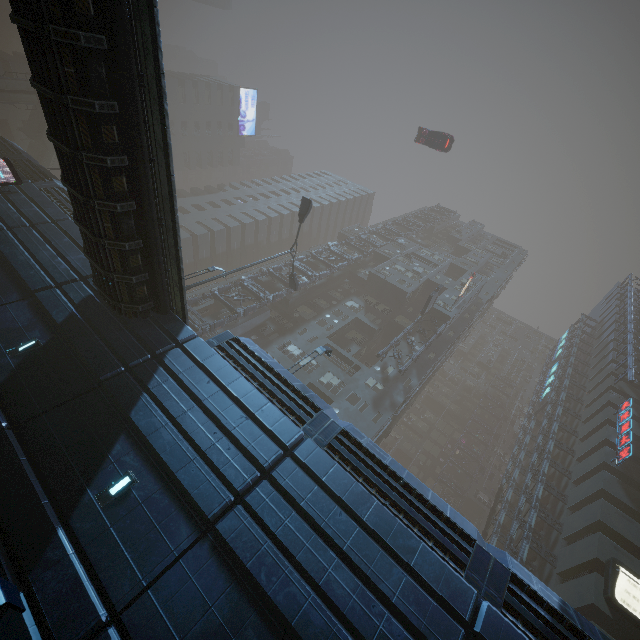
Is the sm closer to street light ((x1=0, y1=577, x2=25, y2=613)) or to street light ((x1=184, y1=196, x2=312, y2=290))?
street light ((x1=184, y1=196, x2=312, y2=290))

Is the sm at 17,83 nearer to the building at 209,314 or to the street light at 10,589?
the building at 209,314

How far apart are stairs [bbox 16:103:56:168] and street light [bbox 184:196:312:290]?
41.8 meters

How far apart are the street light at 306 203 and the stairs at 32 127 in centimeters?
4181cm

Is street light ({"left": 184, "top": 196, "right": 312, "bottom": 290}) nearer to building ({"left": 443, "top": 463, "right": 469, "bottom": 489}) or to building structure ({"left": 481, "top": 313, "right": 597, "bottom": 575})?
building ({"left": 443, "top": 463, "right": 469, "bottom": 489})

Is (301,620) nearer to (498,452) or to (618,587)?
(618,587)

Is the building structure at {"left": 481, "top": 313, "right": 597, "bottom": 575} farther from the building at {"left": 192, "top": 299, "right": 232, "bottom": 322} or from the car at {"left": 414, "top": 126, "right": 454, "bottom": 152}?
the car at {"left": 414, "top": 126, "right": 454, "bottom": 152}

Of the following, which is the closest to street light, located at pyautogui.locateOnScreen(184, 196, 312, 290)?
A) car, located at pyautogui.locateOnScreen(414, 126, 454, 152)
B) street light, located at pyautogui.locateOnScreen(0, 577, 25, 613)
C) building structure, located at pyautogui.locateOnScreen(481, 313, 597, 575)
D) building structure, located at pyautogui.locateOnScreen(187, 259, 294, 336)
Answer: building structure, located at pyautogui.locateOnScreen(187, 259, 294, 336)
